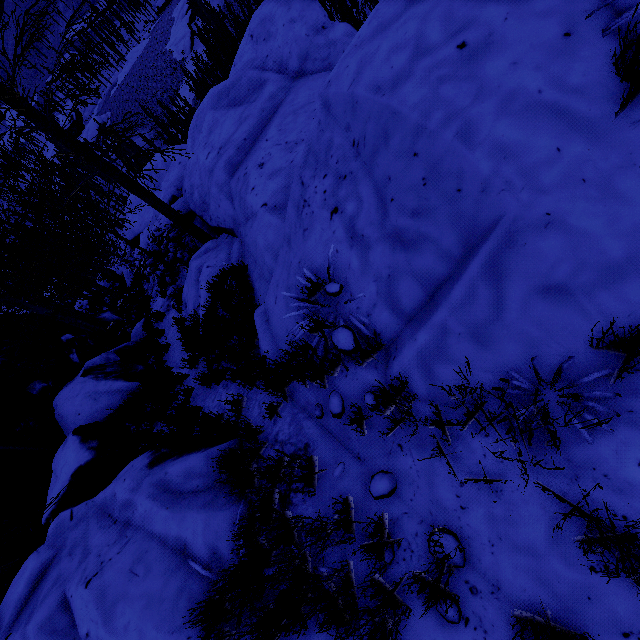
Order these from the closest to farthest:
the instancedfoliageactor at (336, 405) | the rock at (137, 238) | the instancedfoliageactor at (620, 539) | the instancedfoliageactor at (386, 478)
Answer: the instancedfoliageactor at (620, 539) < the instancedfoliageactor at (386, 478) < the instancedfoliageactor at (336, 405) < the rock at (137, 238)

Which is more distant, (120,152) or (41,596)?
(120,152)

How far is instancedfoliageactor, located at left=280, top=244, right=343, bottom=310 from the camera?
3.13m

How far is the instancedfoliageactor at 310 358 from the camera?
3.0m

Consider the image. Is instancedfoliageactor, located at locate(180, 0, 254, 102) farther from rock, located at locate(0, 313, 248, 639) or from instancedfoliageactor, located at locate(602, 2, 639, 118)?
instancedfoliageactor, located at locate(602, 2, 639, 118)

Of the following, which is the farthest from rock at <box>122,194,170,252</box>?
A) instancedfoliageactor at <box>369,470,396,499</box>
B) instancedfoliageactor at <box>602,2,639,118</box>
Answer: instancedfoliageactor at <box>369,470,396,499</box>

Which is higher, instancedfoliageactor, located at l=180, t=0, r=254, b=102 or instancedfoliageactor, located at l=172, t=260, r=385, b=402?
instancedfoliageactor, located at l=172, t=260, r=385, b=402
